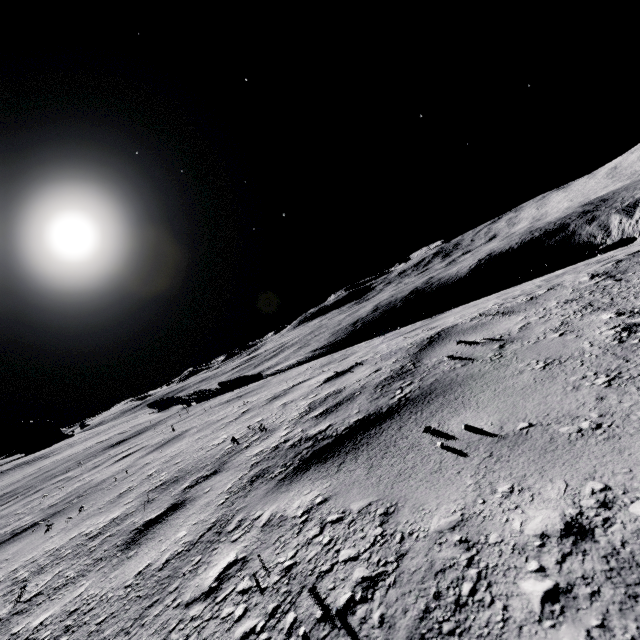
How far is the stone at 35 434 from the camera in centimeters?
5253cm

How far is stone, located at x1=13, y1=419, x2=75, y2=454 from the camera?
52.53m

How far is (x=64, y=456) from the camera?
15.7m
